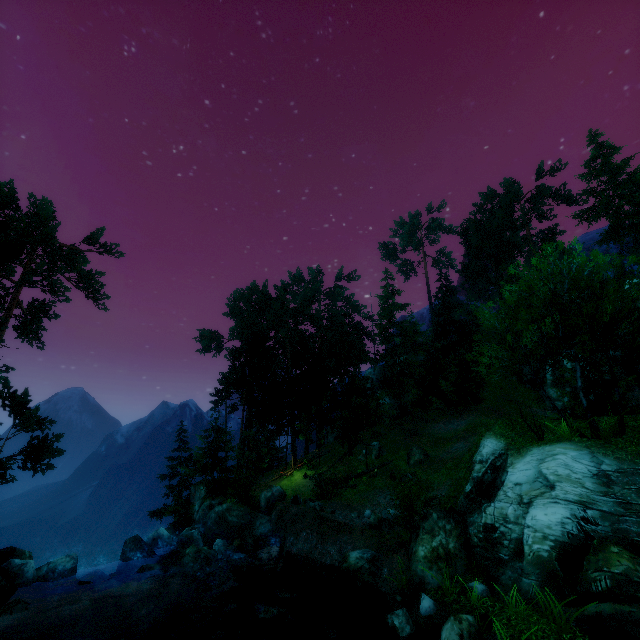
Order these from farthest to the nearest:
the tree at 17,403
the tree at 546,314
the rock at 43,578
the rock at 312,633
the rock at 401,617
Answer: the tree at 17,403, the tree at 546,314, the rock at 43,578, the rock at 312,633, the rock at 401,617

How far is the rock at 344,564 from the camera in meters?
13.6

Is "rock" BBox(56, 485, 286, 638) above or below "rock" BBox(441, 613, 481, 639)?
below

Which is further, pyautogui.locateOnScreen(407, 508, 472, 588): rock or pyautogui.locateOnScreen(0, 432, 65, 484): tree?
pyautogui.locateOnScreen(0, 432, 65, 484): tree

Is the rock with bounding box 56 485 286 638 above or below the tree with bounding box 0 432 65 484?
below

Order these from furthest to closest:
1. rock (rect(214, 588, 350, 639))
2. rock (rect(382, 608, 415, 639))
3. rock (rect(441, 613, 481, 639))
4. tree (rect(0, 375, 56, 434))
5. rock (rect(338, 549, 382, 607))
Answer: tree (rect(0, 375, 56, 434)), rock (rect(338, 549, 382, 607)), rock (rect(214, 588, 350, 639)), rock (rect(382, 608, 415, 639)), rock (rect(441, 613, 481, 639))

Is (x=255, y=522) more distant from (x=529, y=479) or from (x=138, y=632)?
(x=529, y=479)

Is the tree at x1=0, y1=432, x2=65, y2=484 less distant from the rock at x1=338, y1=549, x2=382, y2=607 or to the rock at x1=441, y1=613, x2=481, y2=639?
the rock at x1=441, y1=613, x2=481, y2=639
